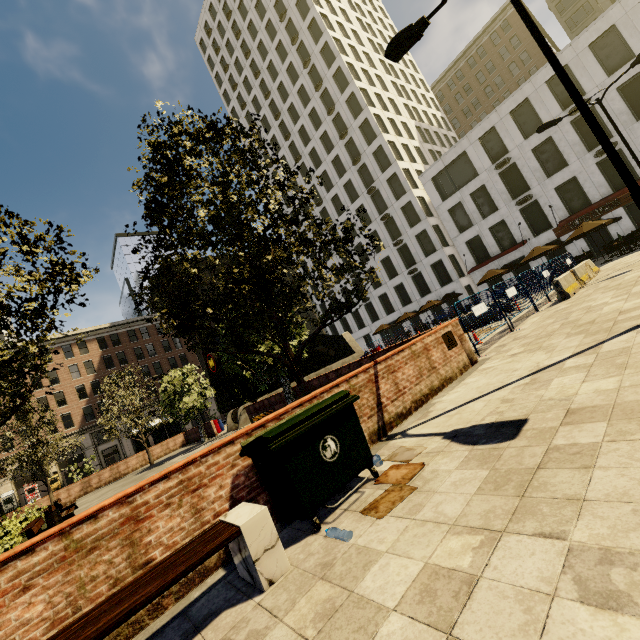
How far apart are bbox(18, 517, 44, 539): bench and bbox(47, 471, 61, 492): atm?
37.1 meters

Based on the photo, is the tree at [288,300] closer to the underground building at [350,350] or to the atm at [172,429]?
the underground building at [350,350]

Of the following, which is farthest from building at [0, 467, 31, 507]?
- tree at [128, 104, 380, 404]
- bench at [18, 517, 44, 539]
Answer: bench at [18, 517, 44, 539]

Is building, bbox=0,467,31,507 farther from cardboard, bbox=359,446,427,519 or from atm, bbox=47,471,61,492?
cardboard, bbox=359,446,427,519

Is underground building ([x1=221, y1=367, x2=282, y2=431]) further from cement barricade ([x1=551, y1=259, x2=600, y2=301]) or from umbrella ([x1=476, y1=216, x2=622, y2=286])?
cement barricade ([x1=551, y1=259, x2=600, y2=301])

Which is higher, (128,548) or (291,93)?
(291,93)

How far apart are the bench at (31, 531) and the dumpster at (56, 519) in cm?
53

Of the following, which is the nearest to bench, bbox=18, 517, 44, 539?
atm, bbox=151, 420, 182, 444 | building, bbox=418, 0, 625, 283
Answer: atm, bbox=151, 420, 182, 444
